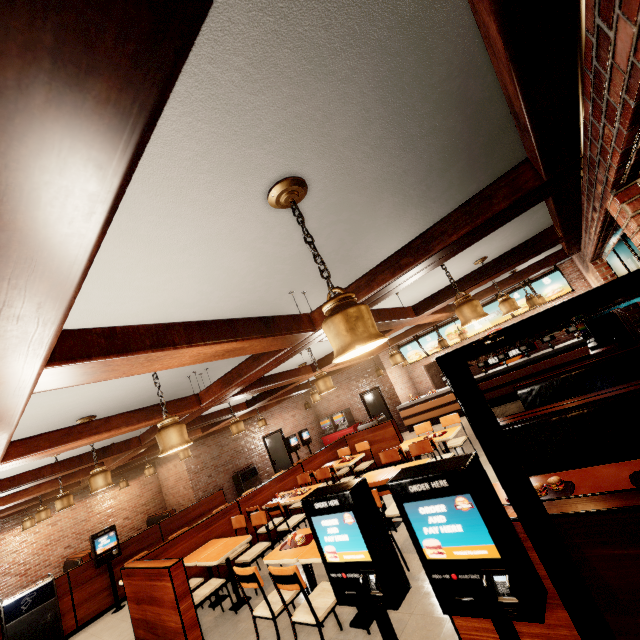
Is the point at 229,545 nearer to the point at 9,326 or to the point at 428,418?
the point at 9,326
